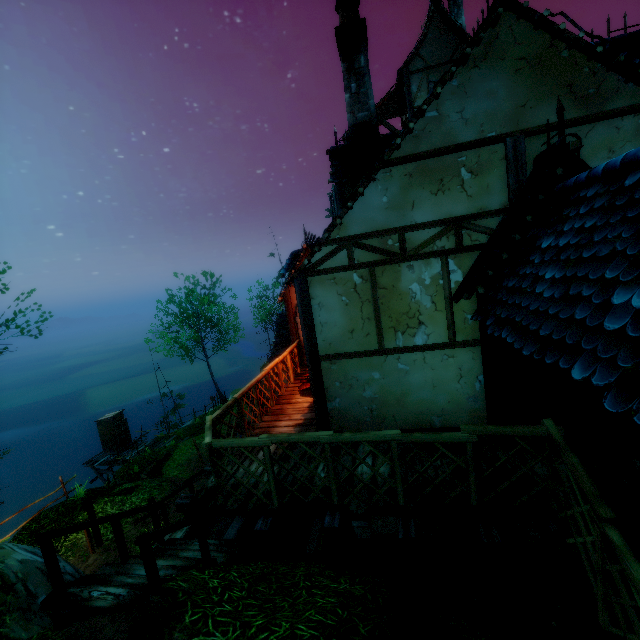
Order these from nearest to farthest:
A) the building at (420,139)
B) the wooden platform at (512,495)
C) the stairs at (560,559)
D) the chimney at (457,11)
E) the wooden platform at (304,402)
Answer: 1. the building at (420,139)
2. the stairs at (560,559)
3. the wooden platform at (512,495)
4. the wooden platform at (304,402)
5. the chimney at (457,11)

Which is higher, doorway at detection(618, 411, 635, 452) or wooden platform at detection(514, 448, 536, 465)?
doorway at detection(618, 411, 635, 452)

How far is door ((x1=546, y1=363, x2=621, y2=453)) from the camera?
4.4m

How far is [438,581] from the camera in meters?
4.5

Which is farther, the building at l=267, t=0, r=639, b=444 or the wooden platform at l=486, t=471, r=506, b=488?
the wooden platform at l=486, t=471, r=506, b=488

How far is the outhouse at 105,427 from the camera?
22.0 meters

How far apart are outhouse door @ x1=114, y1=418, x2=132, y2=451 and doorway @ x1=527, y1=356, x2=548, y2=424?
25.0 meters

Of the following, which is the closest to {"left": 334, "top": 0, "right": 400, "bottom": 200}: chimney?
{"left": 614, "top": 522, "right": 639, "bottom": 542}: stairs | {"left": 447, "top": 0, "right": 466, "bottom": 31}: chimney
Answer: {"left": 614, "top": 522, "right": 639, "bottom": 542}: stairs
